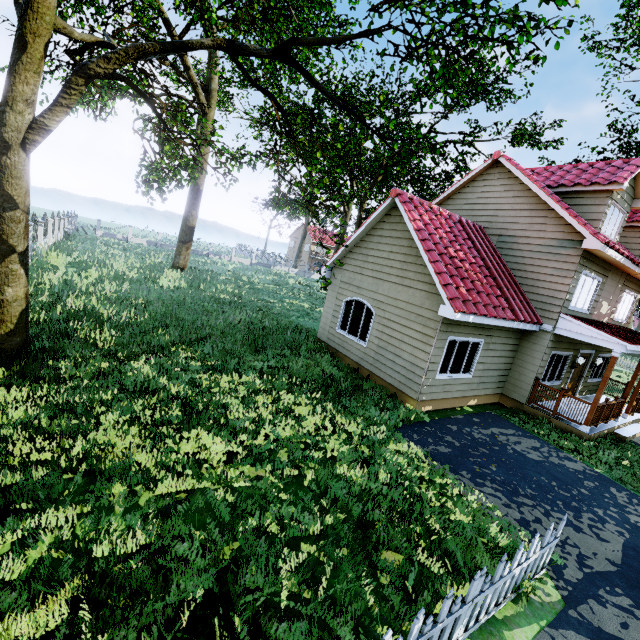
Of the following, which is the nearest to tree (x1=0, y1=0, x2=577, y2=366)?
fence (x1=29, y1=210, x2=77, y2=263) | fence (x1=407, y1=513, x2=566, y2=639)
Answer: fence (x1=407, y1=513, x2=566, y2=639)

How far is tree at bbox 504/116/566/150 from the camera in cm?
2588

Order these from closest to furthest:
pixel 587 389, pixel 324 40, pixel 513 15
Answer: pixel 324 40, pixel 513 15, pixel 587 389

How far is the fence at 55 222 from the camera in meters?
17.0 m

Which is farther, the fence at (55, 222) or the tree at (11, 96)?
the fence at (55, 222)

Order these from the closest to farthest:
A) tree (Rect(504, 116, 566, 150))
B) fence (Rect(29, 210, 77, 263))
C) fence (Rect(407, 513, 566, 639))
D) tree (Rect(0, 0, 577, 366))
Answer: fence (Rect(407, 513, 566, 639)) < tree (Rect(0, 0, 577, 366)) < fence (Rect(29, 210, 77, 263)) < tree (Rect(504, 116, 566, 150))

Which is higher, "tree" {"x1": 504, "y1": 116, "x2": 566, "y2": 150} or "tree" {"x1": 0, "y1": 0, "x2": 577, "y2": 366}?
"tree" {"x1": 504, "y1": 116, "x2": 566, "y2": 150}
